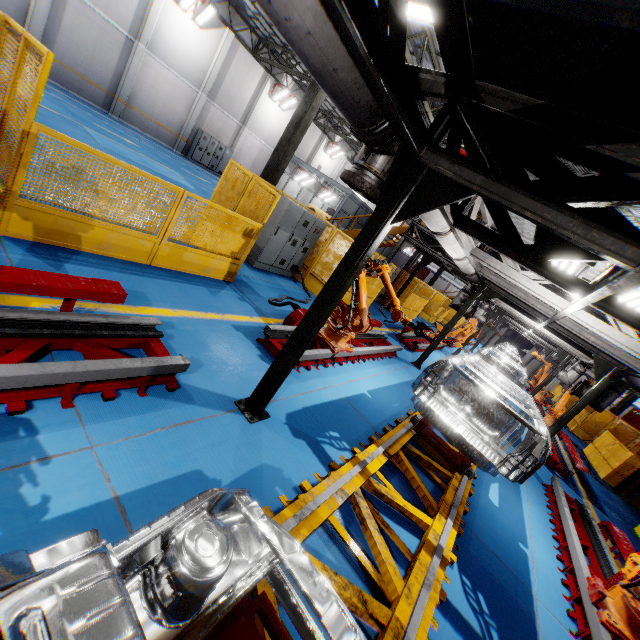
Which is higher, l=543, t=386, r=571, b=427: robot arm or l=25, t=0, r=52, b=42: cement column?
l=25, t=0, r=52, b=42: cement column

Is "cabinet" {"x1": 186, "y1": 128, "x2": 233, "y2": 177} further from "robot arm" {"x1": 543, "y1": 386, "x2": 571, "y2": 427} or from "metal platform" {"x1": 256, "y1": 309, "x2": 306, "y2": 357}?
"robot arm" {"x1": 543, "y1": 386, "x2": 571, "y2": 427}

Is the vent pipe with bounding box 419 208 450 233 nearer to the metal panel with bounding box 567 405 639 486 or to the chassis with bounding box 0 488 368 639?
the chassis with bounding box 0 488 368 639

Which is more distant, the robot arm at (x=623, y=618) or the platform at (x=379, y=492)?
the robot arm at (x=623, y=618)

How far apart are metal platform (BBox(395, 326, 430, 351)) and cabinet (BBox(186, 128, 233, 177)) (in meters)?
19.34

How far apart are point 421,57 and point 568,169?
11.2 meters

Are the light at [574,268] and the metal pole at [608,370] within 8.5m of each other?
yes

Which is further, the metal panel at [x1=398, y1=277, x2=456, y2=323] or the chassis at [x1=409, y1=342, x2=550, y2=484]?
the metal panel at [x1=398, y1=277, x2=456, y2=323]
